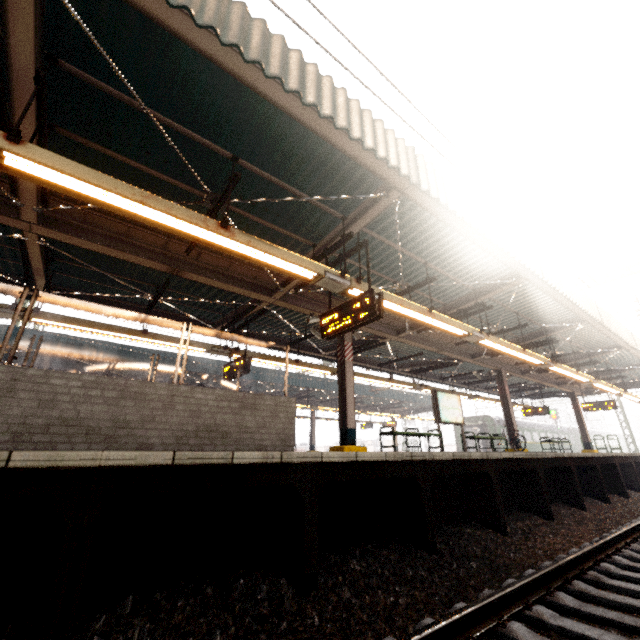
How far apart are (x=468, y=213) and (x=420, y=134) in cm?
265

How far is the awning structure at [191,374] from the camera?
16.8m

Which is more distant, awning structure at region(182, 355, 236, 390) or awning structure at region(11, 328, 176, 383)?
awning structure at region(182, 355, 236, 390)

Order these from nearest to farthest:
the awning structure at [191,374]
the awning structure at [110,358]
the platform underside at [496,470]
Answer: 1. the platform underside at [496,470]
2. the awning structure at [110,358]
3. the awning structure at [191,374]

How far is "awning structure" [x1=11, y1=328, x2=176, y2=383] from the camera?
13.5 meters

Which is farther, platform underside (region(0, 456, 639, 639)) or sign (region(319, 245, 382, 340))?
sign (region(319, 245, 382, 340))

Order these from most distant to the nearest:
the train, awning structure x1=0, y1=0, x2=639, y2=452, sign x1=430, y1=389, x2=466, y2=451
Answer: the train, sign x1=430, y1=389, x2=466, y2=451, awning structure x1=0, y1=0, x2=639, y2=452

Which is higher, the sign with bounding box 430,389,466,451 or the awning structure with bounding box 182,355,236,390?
the awning structure with bounding box 182,355,236,390
